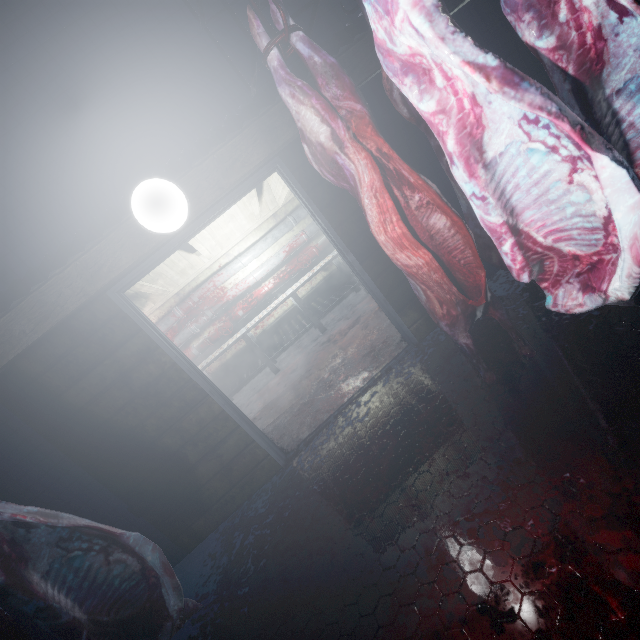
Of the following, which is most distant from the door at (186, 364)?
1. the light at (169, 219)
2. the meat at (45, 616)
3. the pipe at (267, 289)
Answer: the pipe at (267, 289)

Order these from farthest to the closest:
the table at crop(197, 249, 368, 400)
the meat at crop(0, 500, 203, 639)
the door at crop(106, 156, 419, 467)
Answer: the table at crop(197, 249, 368, 400) → the door at crop(106, 156, 419, 467) → the meat at crop(0, 500, 203, 639)

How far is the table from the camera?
5.0 meters

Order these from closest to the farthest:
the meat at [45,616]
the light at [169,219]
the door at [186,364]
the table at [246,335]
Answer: the meat at [45,616] < the light at [169,219] < the door at [186,364] < the table at [246,335]

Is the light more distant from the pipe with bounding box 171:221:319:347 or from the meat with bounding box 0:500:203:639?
the pipe with bounding box 171:221:319:347

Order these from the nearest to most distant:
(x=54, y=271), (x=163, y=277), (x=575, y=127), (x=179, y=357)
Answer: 1. (x=575, y=127)
2. (x=54, y=271)
3. (x=179, y=357)
4. (x=163, y=277)

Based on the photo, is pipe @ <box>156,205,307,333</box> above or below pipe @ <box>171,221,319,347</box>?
above

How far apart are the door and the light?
0.4 meters
